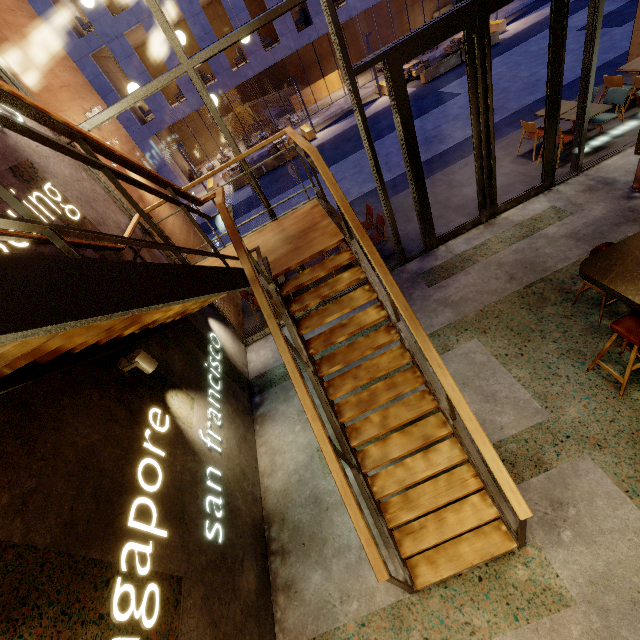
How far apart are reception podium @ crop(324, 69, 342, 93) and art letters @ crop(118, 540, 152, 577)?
26.5 meters

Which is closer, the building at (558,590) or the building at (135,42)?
the building at (558,590)

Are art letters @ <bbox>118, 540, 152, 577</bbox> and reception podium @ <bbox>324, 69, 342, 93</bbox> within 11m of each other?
no

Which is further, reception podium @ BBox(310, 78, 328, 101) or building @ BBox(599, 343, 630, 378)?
reception podium @ BBox(310, 78, 328, 101)

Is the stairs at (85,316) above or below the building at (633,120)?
above

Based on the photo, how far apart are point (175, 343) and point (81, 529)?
2.62m

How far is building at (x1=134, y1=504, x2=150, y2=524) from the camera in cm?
271

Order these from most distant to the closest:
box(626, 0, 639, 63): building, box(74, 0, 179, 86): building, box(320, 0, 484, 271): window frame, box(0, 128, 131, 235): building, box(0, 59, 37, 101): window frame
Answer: box(74, 0, 179, 86): building → box(626, 0, 639, 63): building → box(320, 0, 484, 271): window frame → box(0, 59, 37, 101): window frame → box(0, 128, 131, 235): building
